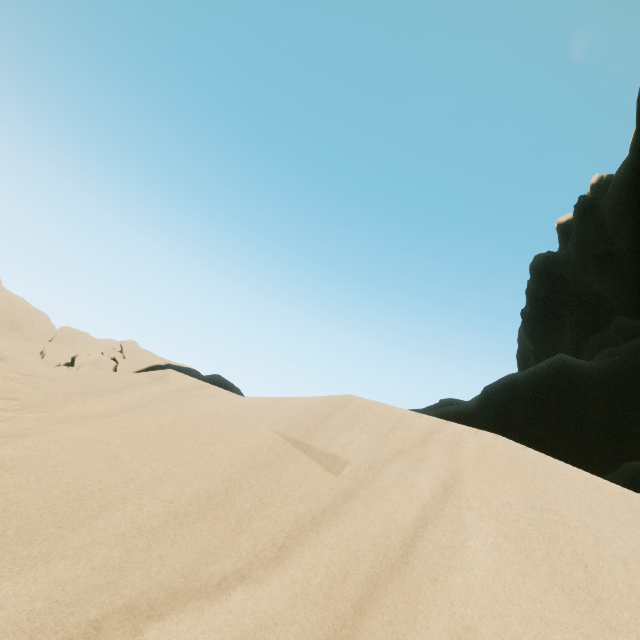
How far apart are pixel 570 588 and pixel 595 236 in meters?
23.8 m
